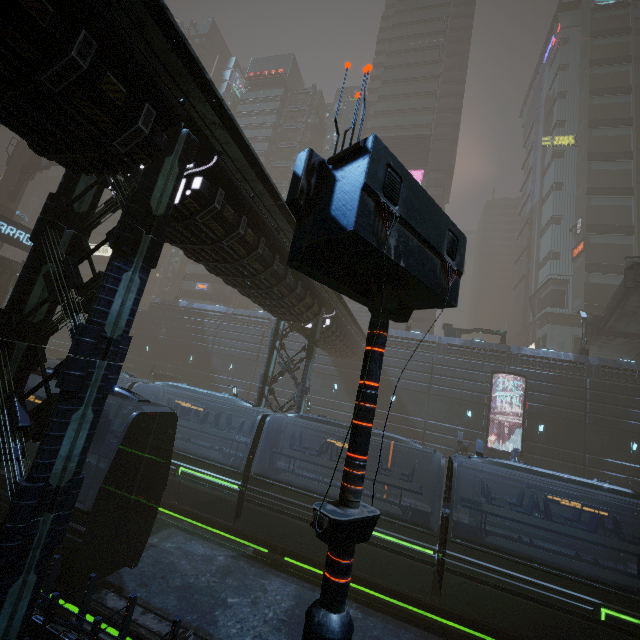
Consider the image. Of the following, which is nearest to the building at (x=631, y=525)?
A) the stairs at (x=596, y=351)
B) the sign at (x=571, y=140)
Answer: the sign at (x=571, y=140)

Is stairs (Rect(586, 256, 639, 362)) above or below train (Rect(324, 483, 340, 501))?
above

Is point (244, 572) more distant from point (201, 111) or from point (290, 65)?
point (290, 65)

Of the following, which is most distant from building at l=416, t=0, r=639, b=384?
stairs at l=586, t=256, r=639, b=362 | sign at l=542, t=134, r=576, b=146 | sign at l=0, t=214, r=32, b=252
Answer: stairs at l=586, t=256, r=639, b=362

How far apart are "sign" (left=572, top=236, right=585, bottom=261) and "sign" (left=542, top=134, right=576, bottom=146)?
17.8m

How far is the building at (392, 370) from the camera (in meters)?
30.03

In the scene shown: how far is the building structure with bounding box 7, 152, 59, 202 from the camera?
35.8 meters
